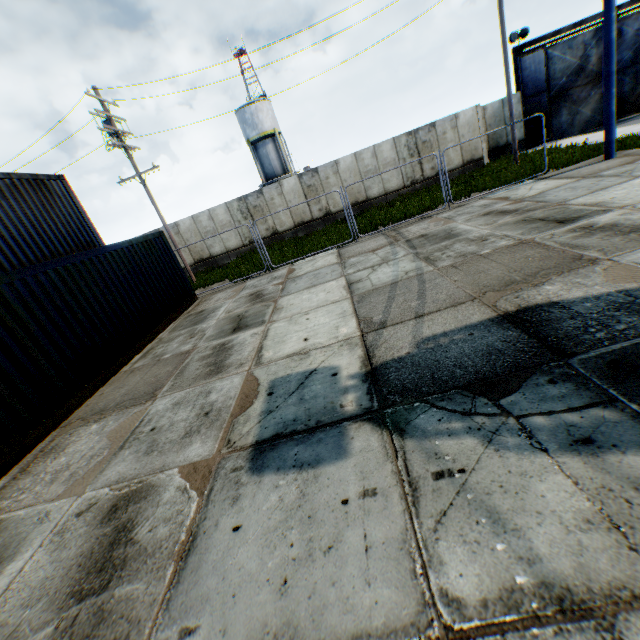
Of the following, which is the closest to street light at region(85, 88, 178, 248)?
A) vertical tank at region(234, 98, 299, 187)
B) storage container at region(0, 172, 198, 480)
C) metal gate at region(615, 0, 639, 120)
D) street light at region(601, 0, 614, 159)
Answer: storage container at region(0, 172, 198, 480)

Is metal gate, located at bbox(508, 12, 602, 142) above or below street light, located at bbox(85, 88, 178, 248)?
below

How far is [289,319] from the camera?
7.4m

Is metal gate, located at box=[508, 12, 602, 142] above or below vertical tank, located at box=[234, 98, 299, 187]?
below

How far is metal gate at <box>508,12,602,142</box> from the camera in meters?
20.0

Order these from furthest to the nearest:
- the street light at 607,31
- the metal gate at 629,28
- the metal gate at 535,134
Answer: the metal gate at 535,134, the metal gate at 629,28, the street light at 607,31

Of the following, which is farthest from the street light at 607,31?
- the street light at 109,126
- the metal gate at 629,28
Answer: A: the street light at 109,126

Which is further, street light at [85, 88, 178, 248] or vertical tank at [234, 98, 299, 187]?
vertical tank at [234, 98, 299, 187]
